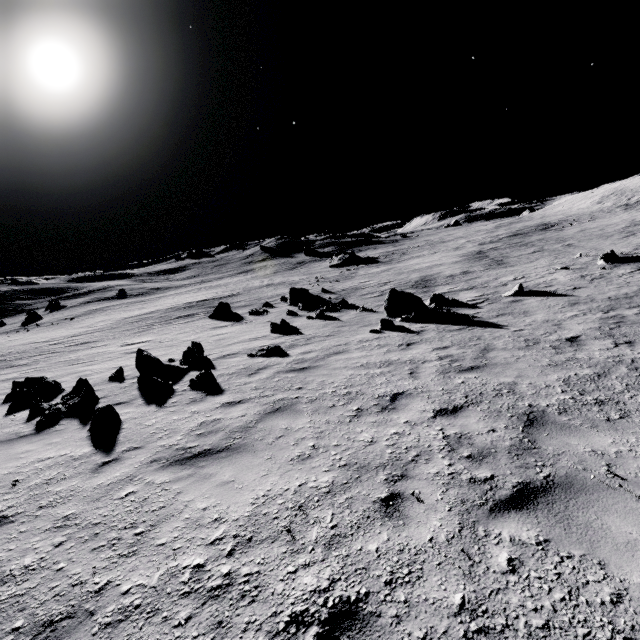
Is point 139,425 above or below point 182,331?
above

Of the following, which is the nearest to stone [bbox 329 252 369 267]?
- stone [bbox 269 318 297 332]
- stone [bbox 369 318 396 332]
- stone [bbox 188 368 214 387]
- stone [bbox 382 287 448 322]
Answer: stone [bbox 382 287 448 322]

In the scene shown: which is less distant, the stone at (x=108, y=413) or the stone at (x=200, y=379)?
the stone at (x=108, y=413)

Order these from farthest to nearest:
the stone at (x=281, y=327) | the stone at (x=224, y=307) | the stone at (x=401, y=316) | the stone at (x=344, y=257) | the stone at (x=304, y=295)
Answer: the stone at (x=344, y=257) < the stone at (x=224, y=307) < the stone at (x=304, y=295) < the stone at (x=281, y=327) < the stone at (x=401, y=316)

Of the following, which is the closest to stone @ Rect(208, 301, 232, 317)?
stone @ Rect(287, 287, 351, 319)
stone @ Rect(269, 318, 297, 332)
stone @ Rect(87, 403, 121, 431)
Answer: stone @ Rect(287, 287, 351, 319)

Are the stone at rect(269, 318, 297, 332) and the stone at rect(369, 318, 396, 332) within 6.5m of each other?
yes

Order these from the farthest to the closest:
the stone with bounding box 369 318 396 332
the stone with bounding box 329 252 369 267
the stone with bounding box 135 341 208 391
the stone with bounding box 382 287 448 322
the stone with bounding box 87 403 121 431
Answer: the stone with bounding box 329 252 369 267 < the stone with bounding box 382 287 448 322 < the stone with bounding box 369 318 396 332 < the stone with bounding box 135 341 208 391 < the stone with bounding box 87 403 121 431

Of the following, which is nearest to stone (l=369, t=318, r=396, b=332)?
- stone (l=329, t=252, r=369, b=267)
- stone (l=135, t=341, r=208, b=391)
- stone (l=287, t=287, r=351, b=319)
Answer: stone (l=135, t=341, r=208, b=391)
